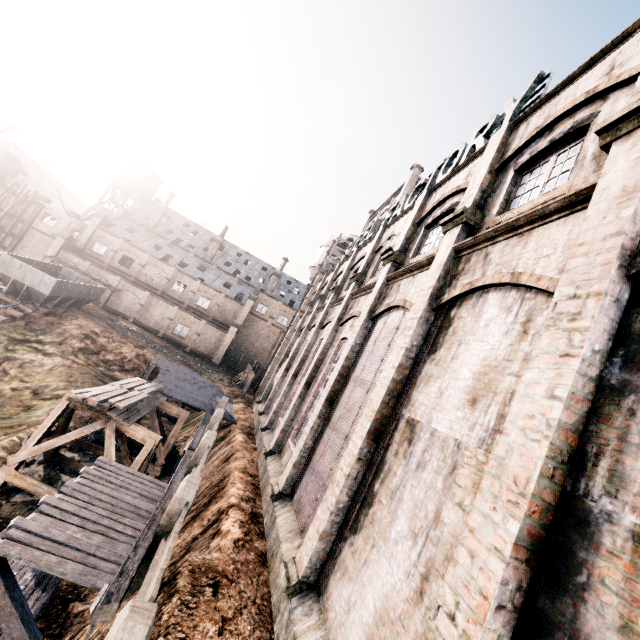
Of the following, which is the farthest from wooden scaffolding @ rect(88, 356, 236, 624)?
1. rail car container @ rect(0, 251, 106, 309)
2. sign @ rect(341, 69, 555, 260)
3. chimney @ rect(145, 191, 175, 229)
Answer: chimney @ rect(145, 191, 175, 229)

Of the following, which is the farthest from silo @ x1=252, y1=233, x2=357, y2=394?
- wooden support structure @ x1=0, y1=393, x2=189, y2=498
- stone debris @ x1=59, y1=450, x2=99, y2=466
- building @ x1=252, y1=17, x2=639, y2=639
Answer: wooden support structure @ x1=0, y1=393, x2=189, y2=498

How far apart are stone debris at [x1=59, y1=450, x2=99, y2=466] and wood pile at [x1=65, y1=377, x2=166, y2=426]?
3.5 meters

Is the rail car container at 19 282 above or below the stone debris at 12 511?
above

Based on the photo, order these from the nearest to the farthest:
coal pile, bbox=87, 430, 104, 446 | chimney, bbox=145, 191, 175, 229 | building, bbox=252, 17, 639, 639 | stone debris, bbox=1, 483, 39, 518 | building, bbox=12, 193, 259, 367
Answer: building, bbox=252, 17, 639, 639 < stone debris, bbox=1, 483, 39, 518 < coal pile, bbox=87, 430, 104, 446 < building, bbox=12, 193, 259, 367 < chimney, bbox=145, 191, 175, 229

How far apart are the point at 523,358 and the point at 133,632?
7.3 meters

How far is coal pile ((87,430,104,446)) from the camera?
19.2 meters

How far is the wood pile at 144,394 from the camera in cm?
1448
